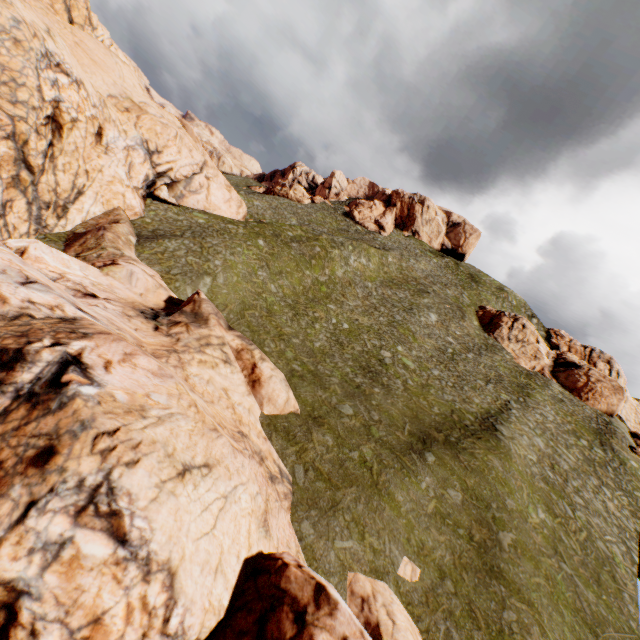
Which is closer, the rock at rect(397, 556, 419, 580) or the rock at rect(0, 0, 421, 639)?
the rock at rect(0, 0, 421, 639)

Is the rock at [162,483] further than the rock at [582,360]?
No

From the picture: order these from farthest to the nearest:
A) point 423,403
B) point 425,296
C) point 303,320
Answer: point 425,296
point 303,320
point 423,403

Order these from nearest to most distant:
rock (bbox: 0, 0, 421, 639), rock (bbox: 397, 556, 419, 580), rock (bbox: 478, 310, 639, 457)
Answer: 1. rock (bbox: 0, 0, 421, 639)
2. rock (bbox: 397, 556, 419, 580)
3. rock (bbox: 478, 310, 639, 457)

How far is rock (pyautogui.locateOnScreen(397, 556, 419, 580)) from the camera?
14.6 meters

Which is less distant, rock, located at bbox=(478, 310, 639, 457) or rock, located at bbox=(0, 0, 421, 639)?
rock, located at bbox=(0, 0, 421, 639)
